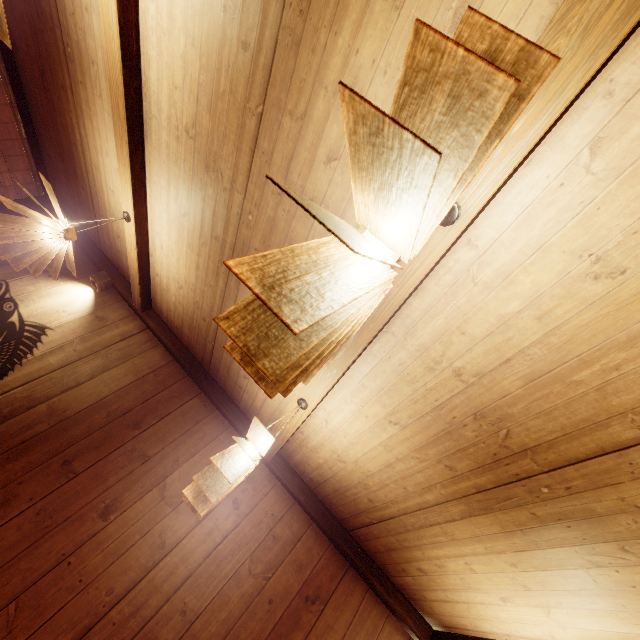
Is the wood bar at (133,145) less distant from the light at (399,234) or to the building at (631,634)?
the building at (631,634)

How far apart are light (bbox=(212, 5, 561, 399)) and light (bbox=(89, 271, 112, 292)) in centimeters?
585cm

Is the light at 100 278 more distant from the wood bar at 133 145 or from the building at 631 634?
the wood bar at 133 145

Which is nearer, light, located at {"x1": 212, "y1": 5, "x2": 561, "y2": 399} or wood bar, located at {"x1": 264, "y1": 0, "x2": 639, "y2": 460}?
light, located at {"x1": 212, "y1": 5, "x2": 561, "y2": 399}

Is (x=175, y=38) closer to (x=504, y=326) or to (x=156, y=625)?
(x=504, y=326)

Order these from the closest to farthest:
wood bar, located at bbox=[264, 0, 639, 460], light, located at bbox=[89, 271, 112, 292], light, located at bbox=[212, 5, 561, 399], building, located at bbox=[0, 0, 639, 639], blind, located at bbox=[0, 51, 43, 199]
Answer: light, located at bbox=[212, 5, 561, 399]
wood bar, located at bbox=[264, 0, 639, 460]
building, located at bbox=[0, 0, 639, 639]
blind, located at bbox=[0, 51, 43, 199]
light, located at bbox=[89, 271, 112, 292]

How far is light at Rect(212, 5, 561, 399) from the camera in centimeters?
68cm

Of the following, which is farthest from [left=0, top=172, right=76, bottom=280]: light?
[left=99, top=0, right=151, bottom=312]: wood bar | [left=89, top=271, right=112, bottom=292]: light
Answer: [left=89, top=271, right=112, bottom=292]: light
